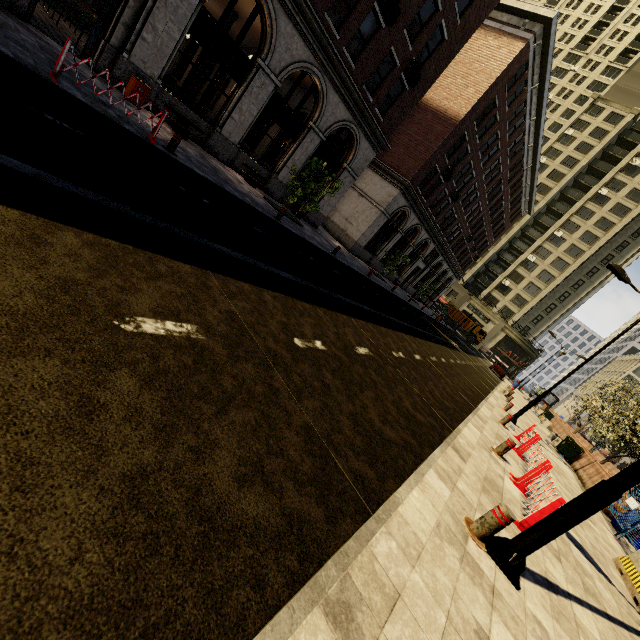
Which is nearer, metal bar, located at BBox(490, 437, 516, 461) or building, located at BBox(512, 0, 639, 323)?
metal bar, located at BBox(490, 437, 516, 461)

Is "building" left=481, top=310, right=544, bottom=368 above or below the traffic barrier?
above

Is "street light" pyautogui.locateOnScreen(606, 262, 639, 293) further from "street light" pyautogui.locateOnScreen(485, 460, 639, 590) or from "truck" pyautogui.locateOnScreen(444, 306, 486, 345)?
"truck" pyautogui.locateOnScreen(444, 306, 486, 345)

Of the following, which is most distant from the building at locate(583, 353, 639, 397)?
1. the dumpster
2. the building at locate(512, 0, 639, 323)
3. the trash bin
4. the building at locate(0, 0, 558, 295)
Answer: the trash bin

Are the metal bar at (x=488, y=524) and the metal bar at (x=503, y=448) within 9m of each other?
yes

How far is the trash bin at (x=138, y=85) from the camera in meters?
10.8

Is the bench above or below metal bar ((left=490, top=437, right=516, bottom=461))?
above

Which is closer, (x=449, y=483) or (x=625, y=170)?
(x=449, y=483)
